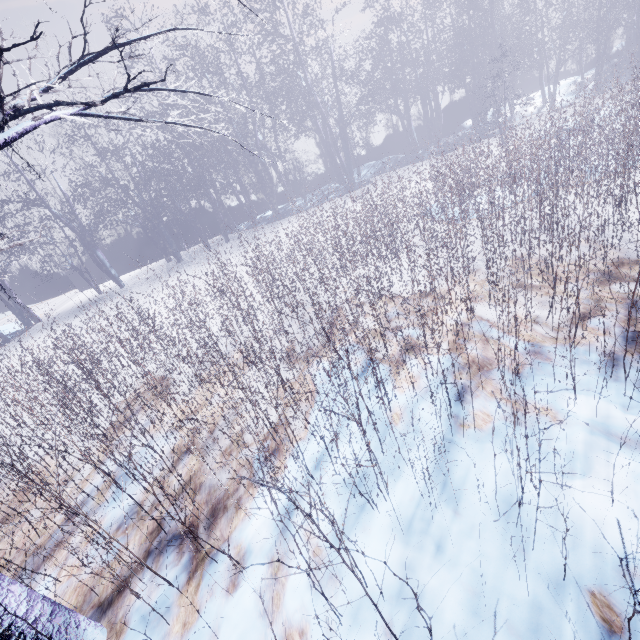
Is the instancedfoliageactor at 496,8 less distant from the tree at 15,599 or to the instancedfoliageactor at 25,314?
the tree at 15,599

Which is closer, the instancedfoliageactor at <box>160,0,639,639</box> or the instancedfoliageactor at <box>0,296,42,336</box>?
the instancedfoliageactor at <box>160,0,639,639</box>

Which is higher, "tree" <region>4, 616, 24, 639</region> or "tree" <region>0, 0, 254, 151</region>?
"tree" <region>0, 0, 254, 151</region>

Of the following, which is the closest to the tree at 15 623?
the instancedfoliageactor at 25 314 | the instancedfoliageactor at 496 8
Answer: the instancedfoliageactor at 25 314

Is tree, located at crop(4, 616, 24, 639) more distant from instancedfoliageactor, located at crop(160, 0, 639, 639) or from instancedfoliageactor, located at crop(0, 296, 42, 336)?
instancedfoliageactor, located at crop(160, 0, 639, 639)

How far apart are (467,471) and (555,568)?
0.5 meters

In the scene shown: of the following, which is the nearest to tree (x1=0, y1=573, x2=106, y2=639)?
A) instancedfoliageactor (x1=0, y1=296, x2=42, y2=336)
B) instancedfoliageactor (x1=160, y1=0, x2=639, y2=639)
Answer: instancedfoliageactor (x1=0, y1=296, x2=42, y2=336)
